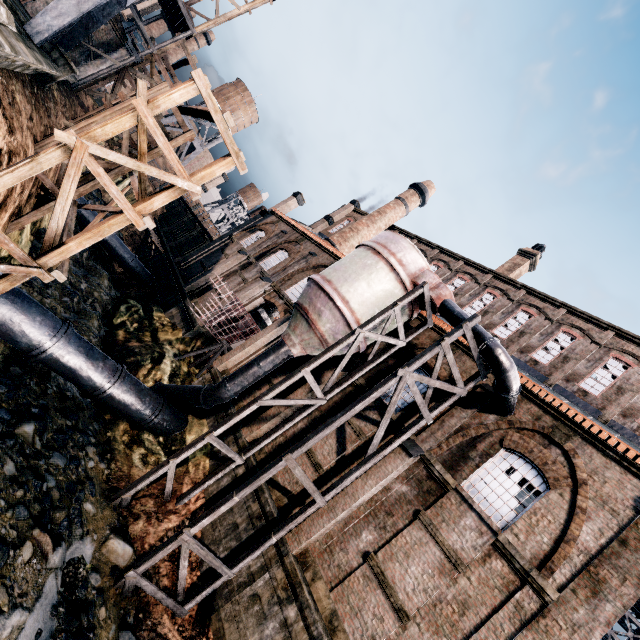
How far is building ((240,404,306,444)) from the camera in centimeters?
1706cm

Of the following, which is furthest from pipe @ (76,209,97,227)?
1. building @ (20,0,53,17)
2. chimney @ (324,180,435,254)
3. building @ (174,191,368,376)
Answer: chimney @ (324,180,435,254)

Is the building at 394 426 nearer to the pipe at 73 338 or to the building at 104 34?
the pipe at 73 338

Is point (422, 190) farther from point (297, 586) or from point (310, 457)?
point (297, 586)

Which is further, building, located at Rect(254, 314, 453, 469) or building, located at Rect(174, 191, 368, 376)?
building, located at Rect(174, 191, 368, 376)

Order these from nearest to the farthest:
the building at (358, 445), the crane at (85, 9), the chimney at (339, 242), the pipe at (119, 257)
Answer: the crane at (85, 9), the building at (358, 445), the pipe at (119, 257), the chimney at (339, 242)
